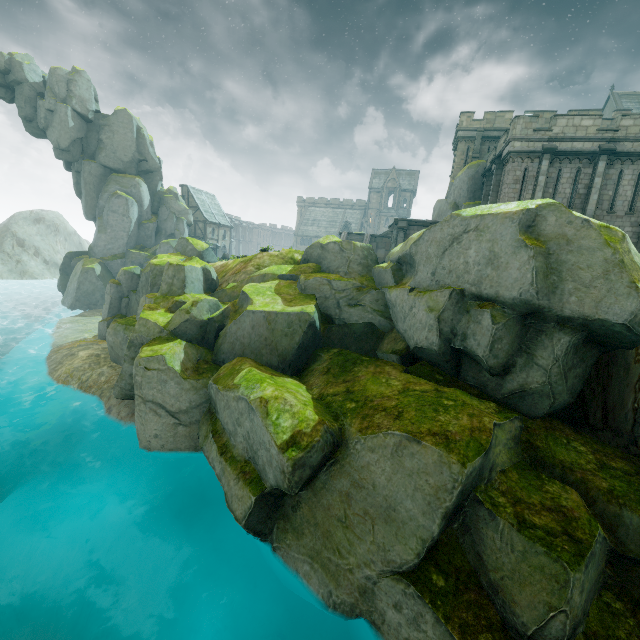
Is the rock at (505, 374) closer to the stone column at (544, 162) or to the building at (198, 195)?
the building at (198, 195)

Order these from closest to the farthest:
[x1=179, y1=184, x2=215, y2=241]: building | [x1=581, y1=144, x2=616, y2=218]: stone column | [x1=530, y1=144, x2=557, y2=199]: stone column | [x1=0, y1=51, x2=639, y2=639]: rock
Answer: [x1=0, y1=51, x2=639, y2=639]: rock, [x1=581, y1=144, x2=616, y2=218]: stone column, [x1=530, y1=144, x2=557, y2=199]: stone column, [x1=179, y1=184, x2=215, y2=241]: building

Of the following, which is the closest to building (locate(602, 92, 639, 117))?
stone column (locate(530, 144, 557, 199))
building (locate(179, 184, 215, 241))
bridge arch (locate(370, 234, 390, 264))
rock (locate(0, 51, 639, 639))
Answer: building (locate(179, 184, 215, 241))

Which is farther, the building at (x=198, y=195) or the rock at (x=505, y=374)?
the building at (x=198, y=195)

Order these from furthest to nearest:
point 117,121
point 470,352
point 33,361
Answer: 1. point 117,121
2. point 33,361
3. point 470,352

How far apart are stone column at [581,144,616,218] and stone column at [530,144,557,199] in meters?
2.1 m

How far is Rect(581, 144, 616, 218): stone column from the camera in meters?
18.8 m

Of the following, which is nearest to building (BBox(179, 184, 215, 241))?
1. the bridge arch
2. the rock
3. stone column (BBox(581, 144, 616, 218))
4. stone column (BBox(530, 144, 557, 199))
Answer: the rock
